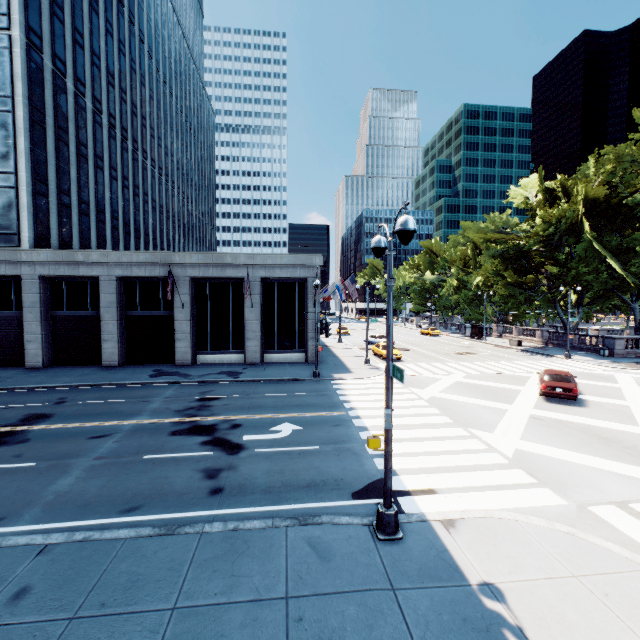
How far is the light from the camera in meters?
6.4

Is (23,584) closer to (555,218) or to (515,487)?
(515,487)

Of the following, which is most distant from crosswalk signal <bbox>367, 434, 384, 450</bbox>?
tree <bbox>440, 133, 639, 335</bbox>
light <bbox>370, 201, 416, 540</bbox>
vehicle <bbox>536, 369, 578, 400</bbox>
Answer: tree <bbox>440, 133, 639, 335</bbox>

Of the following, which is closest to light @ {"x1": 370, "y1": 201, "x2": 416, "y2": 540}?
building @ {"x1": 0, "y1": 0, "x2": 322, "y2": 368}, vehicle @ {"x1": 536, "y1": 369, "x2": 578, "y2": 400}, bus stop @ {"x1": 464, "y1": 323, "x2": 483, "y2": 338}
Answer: vehicle @ {"x1": 536, "y1": 369, "x2": 578, "y2": 400}

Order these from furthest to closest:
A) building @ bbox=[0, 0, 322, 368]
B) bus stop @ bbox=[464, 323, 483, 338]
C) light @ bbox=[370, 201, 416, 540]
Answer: bus stop @ bbox=[464, 323, 483, 338] < building @ bbox=[0, 0, 322, 368] < light @ bbox=[370, 201, 416, 540]

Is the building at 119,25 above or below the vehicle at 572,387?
above

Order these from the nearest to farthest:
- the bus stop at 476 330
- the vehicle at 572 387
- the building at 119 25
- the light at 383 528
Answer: the light at 383 528 < the vehicle at 572 387 < the building at 119 25 < the bus stop at 476 330

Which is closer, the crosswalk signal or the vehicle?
the crosswalk signal
